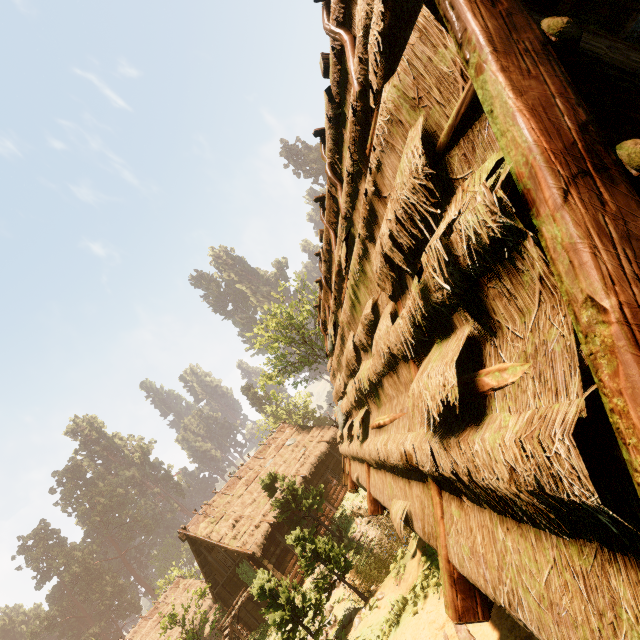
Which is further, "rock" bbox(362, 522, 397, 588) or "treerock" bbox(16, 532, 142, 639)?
"treerock" bbox(16, 532, 142, 639)

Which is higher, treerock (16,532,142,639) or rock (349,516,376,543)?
treerock (16,532,142,639)

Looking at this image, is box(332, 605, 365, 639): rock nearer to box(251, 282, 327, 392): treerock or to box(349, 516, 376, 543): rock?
box(251, 282, 327, 392): treerock

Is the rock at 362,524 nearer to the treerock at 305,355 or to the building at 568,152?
the treerock at 305,355

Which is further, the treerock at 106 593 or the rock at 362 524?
the treerock at 106 593

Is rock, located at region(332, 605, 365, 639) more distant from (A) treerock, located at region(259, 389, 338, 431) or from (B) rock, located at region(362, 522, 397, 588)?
(B) rock, located at region(362, 522, 397, 588)

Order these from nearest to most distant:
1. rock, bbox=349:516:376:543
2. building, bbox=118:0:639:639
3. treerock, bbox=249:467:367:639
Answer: building, bbox=118:0:639:639
treerock, bbox=249:467:367:639
rock, bbox=349:516:376:543

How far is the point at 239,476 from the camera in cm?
2575
